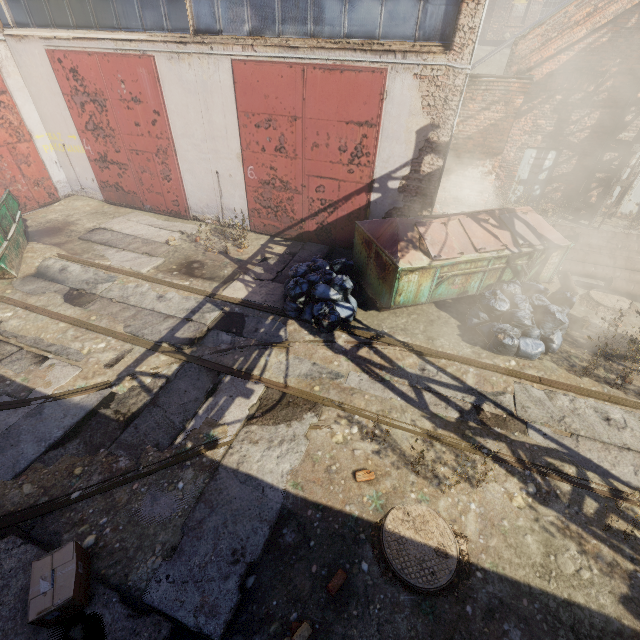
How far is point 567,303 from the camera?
6.7m

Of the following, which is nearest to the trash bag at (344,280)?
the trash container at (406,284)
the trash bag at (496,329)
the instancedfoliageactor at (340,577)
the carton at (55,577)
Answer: the trash container at (406,284)

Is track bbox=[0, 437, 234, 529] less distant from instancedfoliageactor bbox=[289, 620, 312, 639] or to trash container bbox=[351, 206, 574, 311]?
instancedfoliageactor bbox=[289, 620, 312, 639]

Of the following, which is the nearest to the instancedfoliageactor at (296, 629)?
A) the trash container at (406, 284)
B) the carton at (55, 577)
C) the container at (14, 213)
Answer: the carton at (55, 577)

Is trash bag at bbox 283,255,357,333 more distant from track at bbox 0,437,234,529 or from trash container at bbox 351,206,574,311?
track at bbox 0,437,234,529

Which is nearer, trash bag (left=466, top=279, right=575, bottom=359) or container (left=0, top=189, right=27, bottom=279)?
trash bag (left=466, top=279, right=575, bottom=359)

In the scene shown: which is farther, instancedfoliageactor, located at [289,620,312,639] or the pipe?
the pipe

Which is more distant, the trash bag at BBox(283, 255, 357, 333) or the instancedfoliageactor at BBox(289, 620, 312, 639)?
the trash bag at BBox(283, 255, 357, 333)
